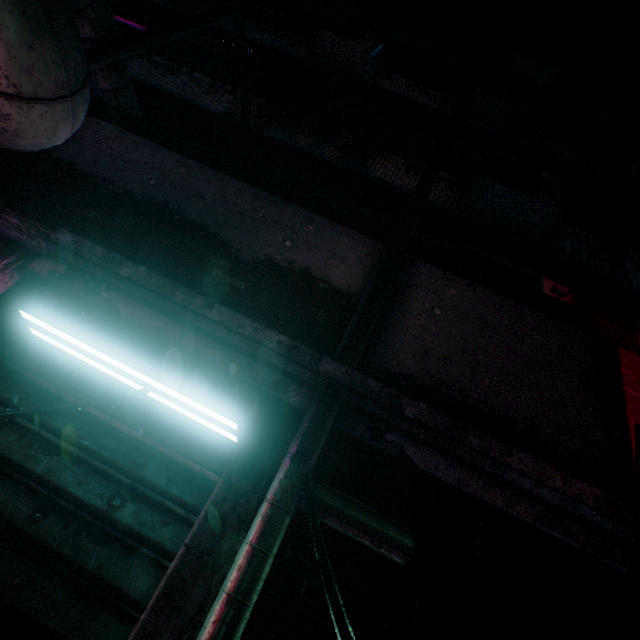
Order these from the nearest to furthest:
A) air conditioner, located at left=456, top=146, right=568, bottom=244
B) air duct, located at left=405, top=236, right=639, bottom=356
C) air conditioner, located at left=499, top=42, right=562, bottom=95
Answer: air duct, located at left=405, top=236, right=639, bottom=356 → air conditioner, located at left=456, top=146, right=568, bottom=244 → air conditioner, located at left=499, top=42, right=562, bottom=95

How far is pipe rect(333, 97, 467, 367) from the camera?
1.3 meters

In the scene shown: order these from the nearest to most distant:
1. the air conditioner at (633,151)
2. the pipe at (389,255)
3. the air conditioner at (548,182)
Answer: the pipe at (389,255) < the air conditioner at (548,182) < the air conditioner at (633,151)

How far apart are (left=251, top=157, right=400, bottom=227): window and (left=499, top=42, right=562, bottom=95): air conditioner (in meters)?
6.54

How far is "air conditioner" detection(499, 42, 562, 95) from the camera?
7.4m

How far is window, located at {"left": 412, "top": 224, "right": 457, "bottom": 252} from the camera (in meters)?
4.28

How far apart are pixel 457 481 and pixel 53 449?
1.3 meters

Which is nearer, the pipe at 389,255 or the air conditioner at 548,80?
the pipe at 389,255
